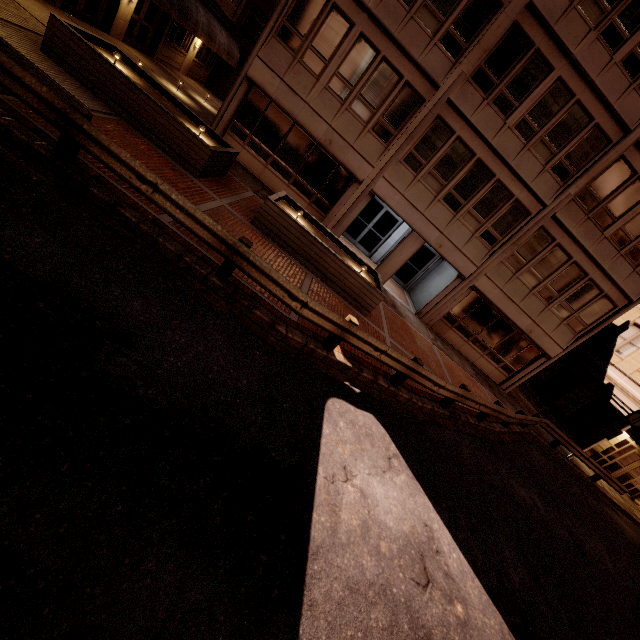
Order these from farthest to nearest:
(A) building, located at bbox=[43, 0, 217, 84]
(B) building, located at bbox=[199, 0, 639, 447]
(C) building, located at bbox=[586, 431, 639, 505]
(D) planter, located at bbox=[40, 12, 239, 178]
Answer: (C) building, located at bbox=[586, 431, 639, 505]
(A) building, located at bbox=[43, 0, 217, 84]
(B) building, located at bbox=[199, 0, 639, 447]
(D) planter, located at bbox=[40, 12, 239, 178]

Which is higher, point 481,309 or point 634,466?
point 481,309

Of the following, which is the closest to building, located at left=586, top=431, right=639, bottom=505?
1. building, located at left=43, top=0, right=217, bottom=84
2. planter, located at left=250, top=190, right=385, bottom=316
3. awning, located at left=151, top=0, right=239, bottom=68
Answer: planter, located at left=250, top=190, right=385, bottom=316

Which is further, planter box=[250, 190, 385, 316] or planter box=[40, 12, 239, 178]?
planter box=[250, 190, 385, 316]

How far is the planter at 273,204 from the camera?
10.1m

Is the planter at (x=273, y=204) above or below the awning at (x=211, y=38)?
below

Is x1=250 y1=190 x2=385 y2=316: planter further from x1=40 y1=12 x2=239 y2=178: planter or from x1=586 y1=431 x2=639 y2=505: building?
x1=586 y1=431 x2=639 y2=505: building

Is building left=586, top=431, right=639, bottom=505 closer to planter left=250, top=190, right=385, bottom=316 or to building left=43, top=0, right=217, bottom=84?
planter left=250, top=190, right=385, bottom=316
